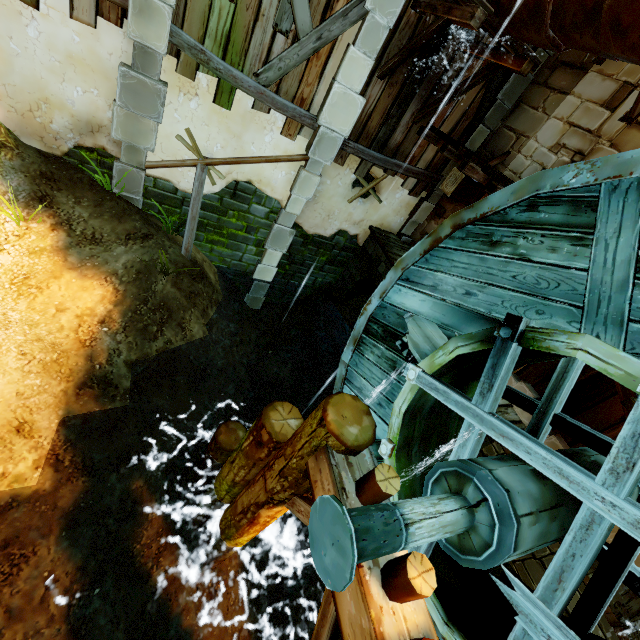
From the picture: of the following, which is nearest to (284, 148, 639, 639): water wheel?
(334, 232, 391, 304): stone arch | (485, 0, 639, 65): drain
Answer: (485, 0, 639, 65): drain

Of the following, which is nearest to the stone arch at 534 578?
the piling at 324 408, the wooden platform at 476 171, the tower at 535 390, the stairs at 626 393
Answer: the tower at 535 390

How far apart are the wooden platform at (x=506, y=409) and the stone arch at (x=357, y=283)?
0.10m

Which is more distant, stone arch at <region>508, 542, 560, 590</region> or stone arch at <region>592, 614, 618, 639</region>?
stone arch at <region>508, 542, 560, 590</region>

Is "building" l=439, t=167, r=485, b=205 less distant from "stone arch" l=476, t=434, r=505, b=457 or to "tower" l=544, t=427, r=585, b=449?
"tower" l=544, t=427, r=585, b=449

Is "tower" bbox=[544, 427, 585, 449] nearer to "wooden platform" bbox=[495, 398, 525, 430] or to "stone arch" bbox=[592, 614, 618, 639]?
"wooden platform" bbox=[495, 398, 525, 430]

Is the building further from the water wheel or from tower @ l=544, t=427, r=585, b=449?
tower @ l=544, t=427, r=585, b=449

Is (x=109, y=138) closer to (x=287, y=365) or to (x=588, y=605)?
(x=287, y=365)
